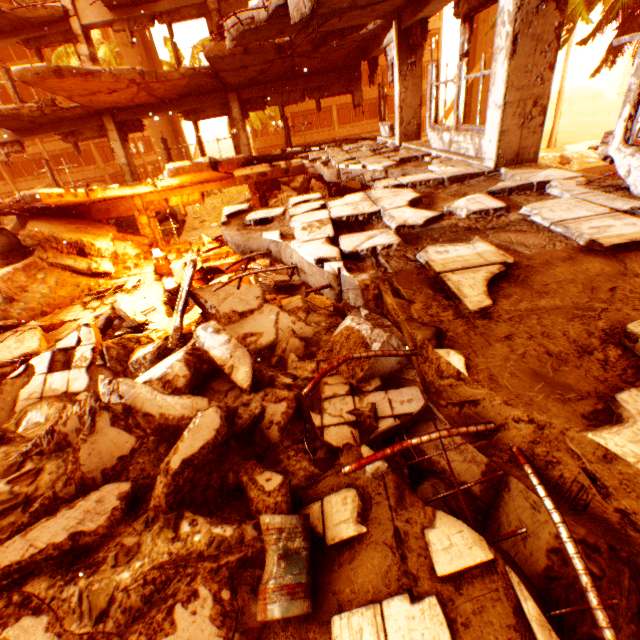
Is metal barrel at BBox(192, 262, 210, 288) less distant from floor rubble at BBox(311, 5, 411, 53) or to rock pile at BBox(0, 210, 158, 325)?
rock pile at BBox(0, 210, 158, 325)

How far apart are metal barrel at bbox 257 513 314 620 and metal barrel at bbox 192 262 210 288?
8.25m

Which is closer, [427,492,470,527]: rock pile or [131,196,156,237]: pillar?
[427,492,470,527]: rock pile

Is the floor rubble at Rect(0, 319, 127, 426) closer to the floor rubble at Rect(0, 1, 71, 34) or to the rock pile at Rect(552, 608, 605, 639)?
the rock pile at Rect(552, 608, 605, 639)

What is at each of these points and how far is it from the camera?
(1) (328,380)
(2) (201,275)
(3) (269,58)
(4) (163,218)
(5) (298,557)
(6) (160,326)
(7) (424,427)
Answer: (1) floor rubble, 5.8 meters
(2) metal barrel, 10.4 meters
(3) floor rubble, 9.8 meters
(4) rock pile, 17.0 meters
(5) metal barrel, 3.2 meters
(6) floor rubble, 9.4 meters
(7) rock pile, 5.1 meters

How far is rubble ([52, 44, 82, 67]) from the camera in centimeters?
2389cm

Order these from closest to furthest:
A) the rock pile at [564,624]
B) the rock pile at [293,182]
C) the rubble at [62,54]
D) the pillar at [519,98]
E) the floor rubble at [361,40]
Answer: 1. the rock pile at [564,624]
2. the pillar at [519,98]
3. the floor rubble at [361,40]
4. the rock pile at [293,182]
5. the rubble at [62,54]

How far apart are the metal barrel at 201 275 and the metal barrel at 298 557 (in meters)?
8.25
